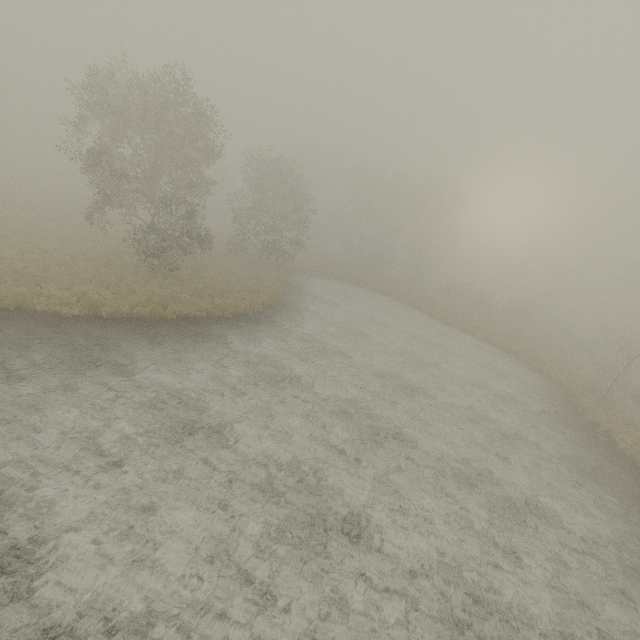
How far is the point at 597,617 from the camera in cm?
812

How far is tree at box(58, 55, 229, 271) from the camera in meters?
18.6 m

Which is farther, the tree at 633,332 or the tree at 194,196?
the tree at 633,332

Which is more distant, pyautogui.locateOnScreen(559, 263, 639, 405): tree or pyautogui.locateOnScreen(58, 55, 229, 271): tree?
pyautogui.locateOnScreen(559, 263, 639, 405): tree

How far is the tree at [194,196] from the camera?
18.6m
